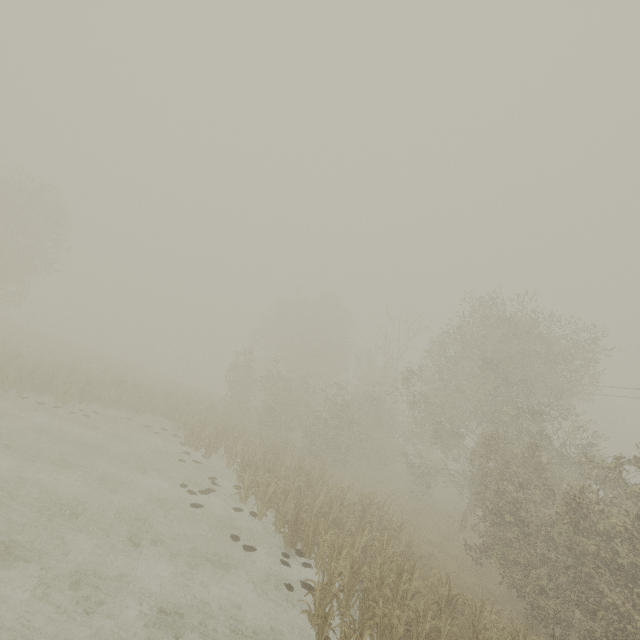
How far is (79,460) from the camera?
13.00m
